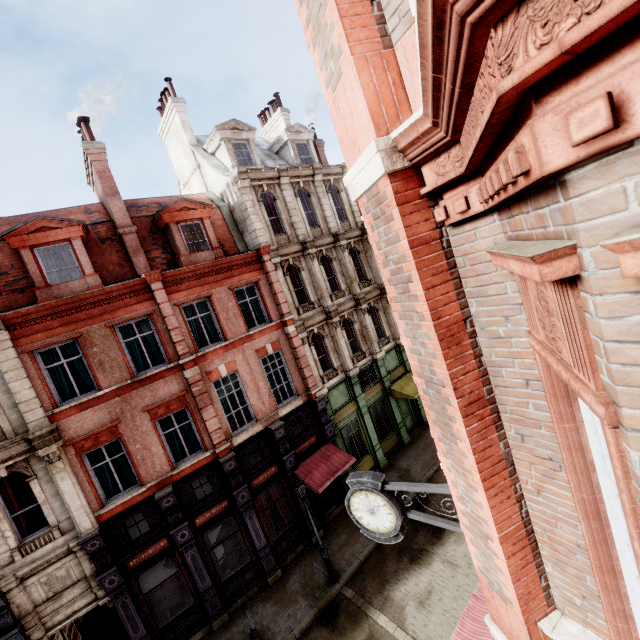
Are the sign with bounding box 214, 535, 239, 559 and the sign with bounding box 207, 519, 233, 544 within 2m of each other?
yes

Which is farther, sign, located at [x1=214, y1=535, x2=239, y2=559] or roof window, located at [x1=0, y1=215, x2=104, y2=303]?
sign, located at [x1=214, y1=535, x2=239, y2=559]

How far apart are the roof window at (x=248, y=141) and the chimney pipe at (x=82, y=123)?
5.47m

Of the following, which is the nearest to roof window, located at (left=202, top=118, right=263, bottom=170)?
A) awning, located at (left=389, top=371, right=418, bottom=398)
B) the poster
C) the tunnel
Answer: awning, located at (left=389, top=371, right=418, bottom=398)

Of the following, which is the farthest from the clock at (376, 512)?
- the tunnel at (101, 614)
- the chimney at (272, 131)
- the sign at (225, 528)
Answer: the chimney at (272, 131)

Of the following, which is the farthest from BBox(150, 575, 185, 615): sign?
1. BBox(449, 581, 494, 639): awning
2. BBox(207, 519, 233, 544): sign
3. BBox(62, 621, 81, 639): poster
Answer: BBox(449, 581, 494, 639): awning

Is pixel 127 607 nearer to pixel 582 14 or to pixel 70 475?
pixel 70 475

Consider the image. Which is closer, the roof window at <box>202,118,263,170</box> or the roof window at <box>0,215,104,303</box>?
the roof window at <box>0,215,104,303</box>
